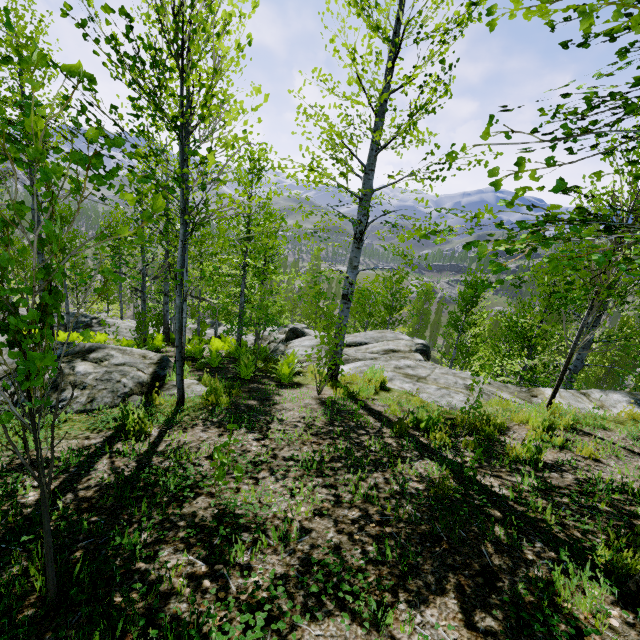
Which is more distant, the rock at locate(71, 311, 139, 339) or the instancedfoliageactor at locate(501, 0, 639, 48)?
the rock at locate(71, 311, 139, 339)

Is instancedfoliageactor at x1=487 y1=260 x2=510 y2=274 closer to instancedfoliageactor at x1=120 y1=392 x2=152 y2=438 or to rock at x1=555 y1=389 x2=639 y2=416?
rock at x1=555 y1=389 x2=639 y2=416

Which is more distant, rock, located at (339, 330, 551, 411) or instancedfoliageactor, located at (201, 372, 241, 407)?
rock, located at (339, 330, 551, 411)

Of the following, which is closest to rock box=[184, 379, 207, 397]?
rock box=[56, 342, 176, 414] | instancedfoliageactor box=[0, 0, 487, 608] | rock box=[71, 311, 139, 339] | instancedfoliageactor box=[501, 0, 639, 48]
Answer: instancedfoliageactor box=[0, 0, 487, 608]

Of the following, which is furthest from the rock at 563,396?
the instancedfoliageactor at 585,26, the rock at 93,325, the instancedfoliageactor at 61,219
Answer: the rock at 93,325

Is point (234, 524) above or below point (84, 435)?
above

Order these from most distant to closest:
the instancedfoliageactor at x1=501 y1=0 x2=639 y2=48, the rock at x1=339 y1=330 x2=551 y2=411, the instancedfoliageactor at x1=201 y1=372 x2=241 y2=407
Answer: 1. the rock at x1=339 y1=330 x2=551 y2=411
2. the instancedfoliageactor at x1=201 y1=372 x2=241 y2=407
3. the instancedfoliageactor at x1=501 y1=0 x2=639 y2=48

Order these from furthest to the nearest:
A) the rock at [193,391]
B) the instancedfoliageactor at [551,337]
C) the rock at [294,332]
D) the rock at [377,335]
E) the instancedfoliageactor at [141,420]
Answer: the rock at [294,332] → the rock at [377,335] → the rock at [193,391] → the instancedfoliageactor at [141,420] → the instancedfoliageactor at [551,337]
